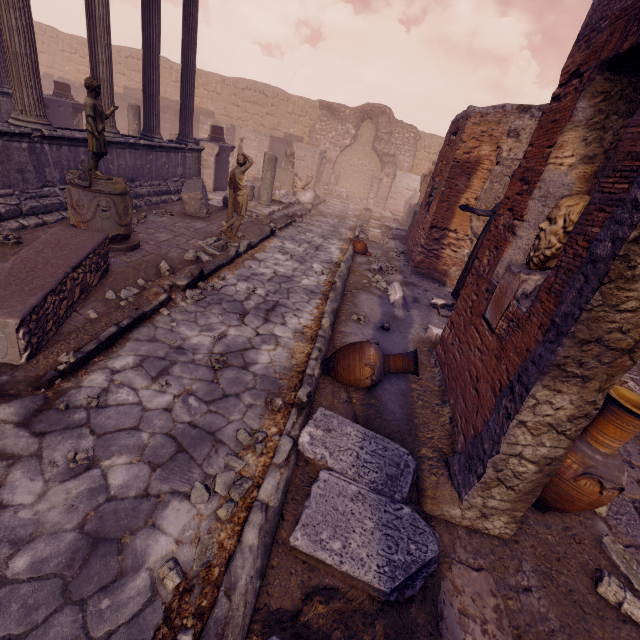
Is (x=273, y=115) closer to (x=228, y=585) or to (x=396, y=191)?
(x=396, y=191)

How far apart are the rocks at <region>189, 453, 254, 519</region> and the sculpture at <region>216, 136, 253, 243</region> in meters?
5.9 m

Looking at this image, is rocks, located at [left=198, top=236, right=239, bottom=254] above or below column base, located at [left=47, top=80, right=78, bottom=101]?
below

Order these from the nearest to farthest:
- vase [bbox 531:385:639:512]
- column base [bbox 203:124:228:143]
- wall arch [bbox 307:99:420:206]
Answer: vase [bbox 531:385:639:512], column base [bbox 203:124:228:143], wall arch [bbox 307:99:420:206]

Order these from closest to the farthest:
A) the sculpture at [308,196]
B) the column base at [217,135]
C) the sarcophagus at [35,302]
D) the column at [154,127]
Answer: the sarcophagus at [35,302] → the column at [154,127] → the column base at [217,135] → the sculpture at [308,196]

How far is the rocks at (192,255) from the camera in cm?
629

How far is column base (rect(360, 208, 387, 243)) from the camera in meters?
11.6 m

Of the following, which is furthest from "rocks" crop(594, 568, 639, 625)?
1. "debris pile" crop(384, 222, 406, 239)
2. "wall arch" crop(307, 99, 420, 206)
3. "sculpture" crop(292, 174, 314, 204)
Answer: "wall arch" crop(307, 99, 420, 206)
